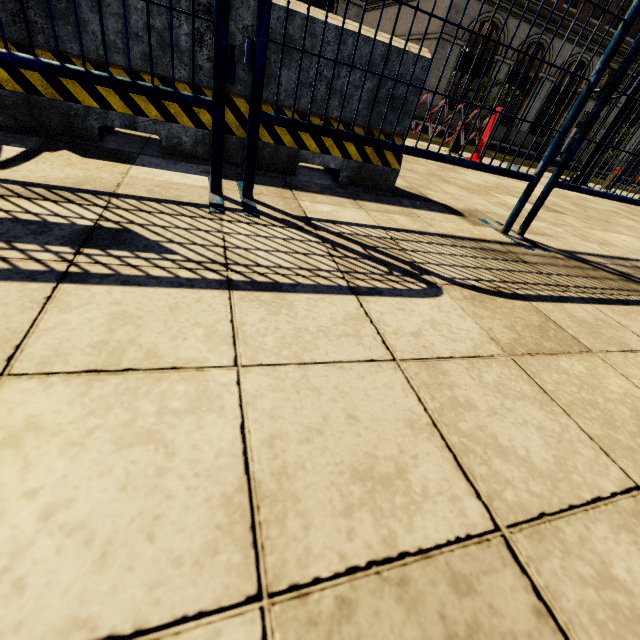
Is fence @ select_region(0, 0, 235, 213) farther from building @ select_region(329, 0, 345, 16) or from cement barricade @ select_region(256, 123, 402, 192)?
building @ select_region(329, 0, 345, 16)

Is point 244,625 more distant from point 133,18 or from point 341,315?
point 133,18

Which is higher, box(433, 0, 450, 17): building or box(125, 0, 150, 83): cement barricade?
box(433, 0, 450, 17): building

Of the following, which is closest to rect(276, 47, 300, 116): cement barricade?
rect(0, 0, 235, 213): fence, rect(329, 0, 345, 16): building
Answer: rect(0, 0, 235, 213): fence

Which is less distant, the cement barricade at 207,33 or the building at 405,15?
the cement barricade at 207,33
